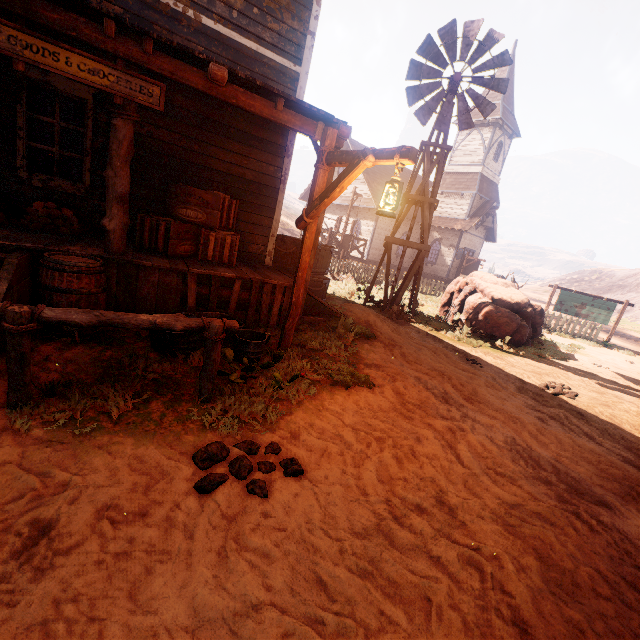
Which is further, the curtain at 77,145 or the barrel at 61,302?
the curtain at 77,145

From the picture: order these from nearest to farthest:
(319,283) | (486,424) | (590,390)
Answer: Result:
(486,424)
(590,390)
(319,283)

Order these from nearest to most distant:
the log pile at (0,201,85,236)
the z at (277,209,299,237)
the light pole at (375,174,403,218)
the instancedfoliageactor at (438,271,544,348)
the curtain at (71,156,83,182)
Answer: the light pole at (375,174,403,218) < the log pile at (0,201,85,236) < the curtain at (71,156,83,182) < the instancedfoliageactor at (438,271,544,348) < the z at (277,209,299,237)

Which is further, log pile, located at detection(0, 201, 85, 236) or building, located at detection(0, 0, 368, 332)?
log pile, located at detection(0, 201, 85, 236)

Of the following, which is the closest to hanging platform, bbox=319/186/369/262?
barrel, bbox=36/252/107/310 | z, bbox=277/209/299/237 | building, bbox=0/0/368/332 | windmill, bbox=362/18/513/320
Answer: z, bbox=277/209/299/237

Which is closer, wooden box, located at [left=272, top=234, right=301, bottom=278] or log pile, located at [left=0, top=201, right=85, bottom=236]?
log pile, located at [left=0, top=201, right=85, bottom=236]

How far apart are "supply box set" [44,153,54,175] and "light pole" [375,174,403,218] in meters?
4.3 m

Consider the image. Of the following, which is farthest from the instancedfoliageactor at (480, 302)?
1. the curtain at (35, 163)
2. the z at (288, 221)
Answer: the curtain at (35, 163)
